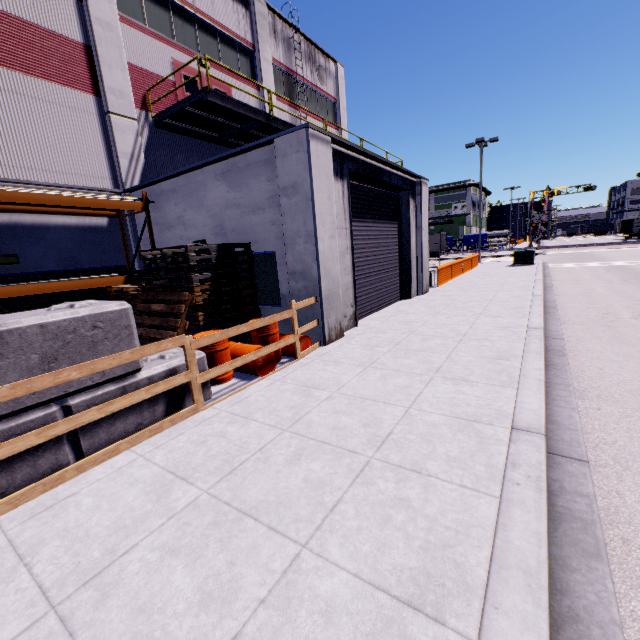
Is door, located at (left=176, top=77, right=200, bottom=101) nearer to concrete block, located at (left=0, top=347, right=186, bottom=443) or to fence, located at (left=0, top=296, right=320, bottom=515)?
fence, located at (left=0, top=296, right=320, bottom=515)

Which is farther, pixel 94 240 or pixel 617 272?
pixel 617 272

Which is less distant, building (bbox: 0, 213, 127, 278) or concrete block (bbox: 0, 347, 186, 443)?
concrete block (bbox: 0, 347, 186, 443)

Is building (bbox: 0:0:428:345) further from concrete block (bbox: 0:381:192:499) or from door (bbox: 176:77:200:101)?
concrete block (bbox: 0:381:192:499)

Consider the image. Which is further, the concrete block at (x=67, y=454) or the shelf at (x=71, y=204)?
the shelf at (x=71, y=204)

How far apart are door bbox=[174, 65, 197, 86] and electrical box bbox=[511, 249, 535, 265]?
20.81m

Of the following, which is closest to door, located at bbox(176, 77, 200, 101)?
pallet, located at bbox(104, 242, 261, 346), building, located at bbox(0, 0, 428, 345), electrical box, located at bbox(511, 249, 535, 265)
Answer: building, located at bbox(0, 0, 428, 345)

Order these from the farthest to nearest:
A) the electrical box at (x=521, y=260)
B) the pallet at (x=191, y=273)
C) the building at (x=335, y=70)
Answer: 1. the electrical box at (x=521, y=260)
2. the building at (x=335, y=70)
3. the pallet at (x=191, y=273)
